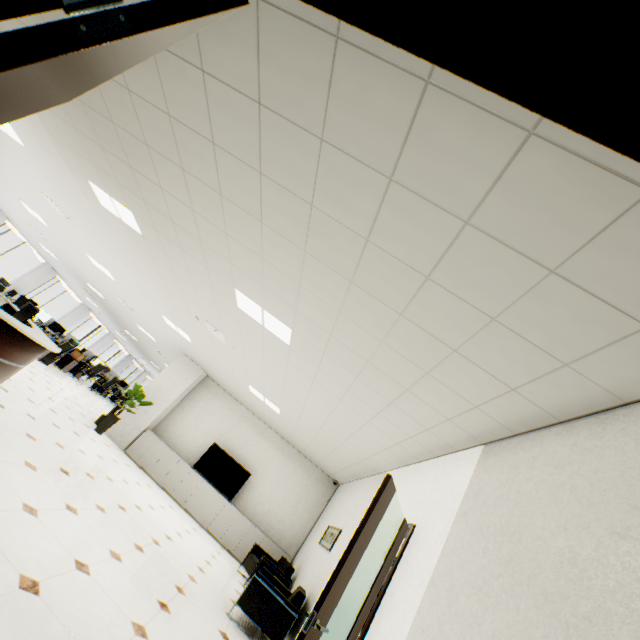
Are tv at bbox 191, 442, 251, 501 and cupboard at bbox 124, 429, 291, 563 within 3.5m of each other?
yes

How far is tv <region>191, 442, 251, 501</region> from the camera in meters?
8.9

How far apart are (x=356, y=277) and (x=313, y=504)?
8.7m

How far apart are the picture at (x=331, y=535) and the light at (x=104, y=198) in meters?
6.2 m

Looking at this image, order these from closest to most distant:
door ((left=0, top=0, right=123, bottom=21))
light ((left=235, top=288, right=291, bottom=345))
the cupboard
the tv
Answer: door ((left=0, top=0, right=123, bottom=21)), light ((left=235, top=288, right=291, bottom=345)), the cupboard, the tv

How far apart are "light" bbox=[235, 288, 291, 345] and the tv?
6.3m

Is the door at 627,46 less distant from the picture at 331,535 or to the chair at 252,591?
the chair at 252,591

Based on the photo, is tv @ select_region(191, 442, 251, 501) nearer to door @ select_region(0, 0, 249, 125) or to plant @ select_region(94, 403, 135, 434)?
plant @ select_region(94, 403, 135, 434)
